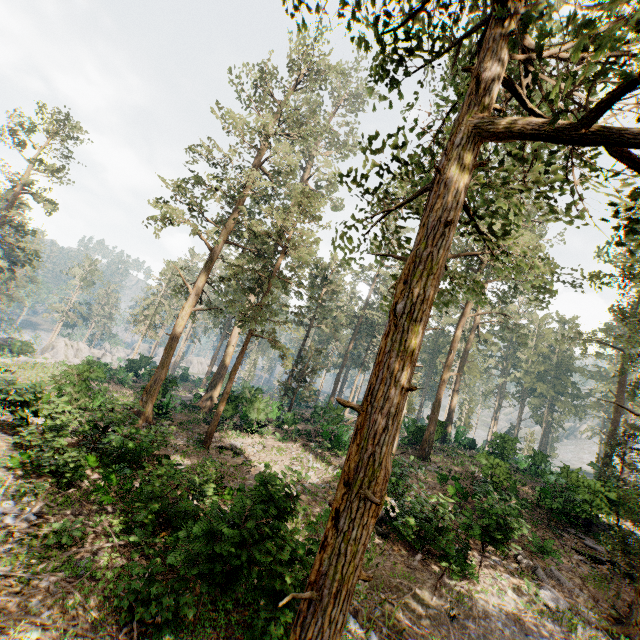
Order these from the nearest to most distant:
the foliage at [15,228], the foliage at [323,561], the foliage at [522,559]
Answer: the foliage at [323,561]
the foliage at [522,559]
the foliage at [15,228]

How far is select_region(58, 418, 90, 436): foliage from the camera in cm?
1291

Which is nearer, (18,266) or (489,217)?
(489,217)

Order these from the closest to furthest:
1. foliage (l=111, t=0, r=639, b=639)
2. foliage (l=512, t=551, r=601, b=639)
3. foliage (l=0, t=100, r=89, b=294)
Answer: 1. foliage (l=111, t=0, r=639, b=639)
2. foliage (l=512, t=551, r=601, b=639)
3. foliage (l=0, t=100, r=89, b=294)

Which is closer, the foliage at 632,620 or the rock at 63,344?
the foliage at 632,620

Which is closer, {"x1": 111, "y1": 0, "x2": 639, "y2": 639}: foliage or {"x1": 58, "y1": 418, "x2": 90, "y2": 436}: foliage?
{"x1": 111, "y1": 0, "x2": 639, "y2": 639}: foliage

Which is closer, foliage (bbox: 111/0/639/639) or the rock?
foliage (bbox: 111/0/639/639)
